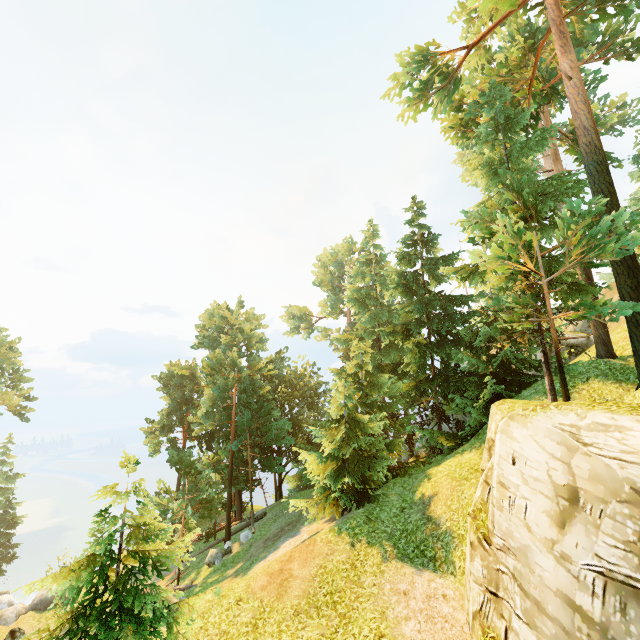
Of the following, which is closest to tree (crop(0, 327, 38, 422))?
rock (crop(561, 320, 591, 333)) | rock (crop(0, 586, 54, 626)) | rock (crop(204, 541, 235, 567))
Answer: rock (crop(204, 541, 235, 567))

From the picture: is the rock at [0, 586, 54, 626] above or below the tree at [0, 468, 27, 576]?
below

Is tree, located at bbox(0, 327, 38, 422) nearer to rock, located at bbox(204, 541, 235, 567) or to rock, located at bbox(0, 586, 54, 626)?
rock, located at bbox(204, 541, 235, 567)

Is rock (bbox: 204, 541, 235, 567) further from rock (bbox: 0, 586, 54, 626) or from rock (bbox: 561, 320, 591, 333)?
rock (bbox: 561, 320, 591, 333)

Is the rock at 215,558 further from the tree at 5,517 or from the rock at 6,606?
the rock at 6,606

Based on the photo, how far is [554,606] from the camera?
6.1 meters

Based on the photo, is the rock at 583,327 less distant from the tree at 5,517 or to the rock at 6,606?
the tree at 5,517

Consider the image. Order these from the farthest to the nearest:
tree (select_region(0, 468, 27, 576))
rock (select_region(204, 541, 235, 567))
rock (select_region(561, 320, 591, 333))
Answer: tree (select_region(0, 468, 27, 576)), rock (select_region(561, 320, 591, 333)), rock (select_region(204, 541, 235, 567))
